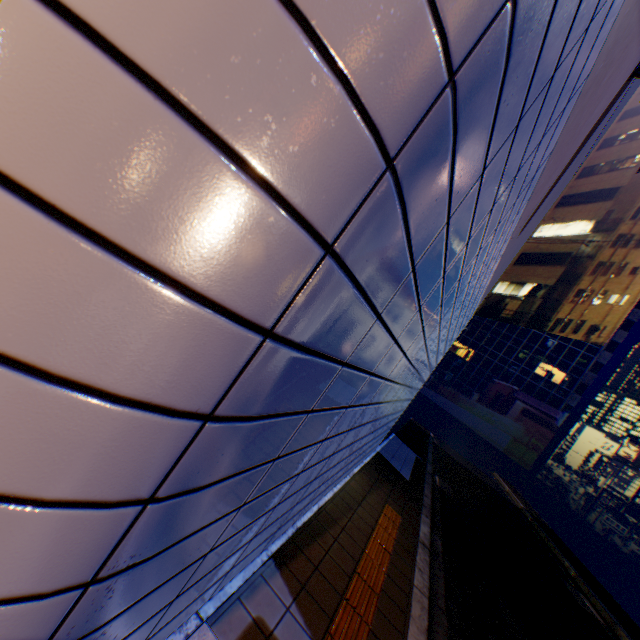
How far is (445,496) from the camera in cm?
994
